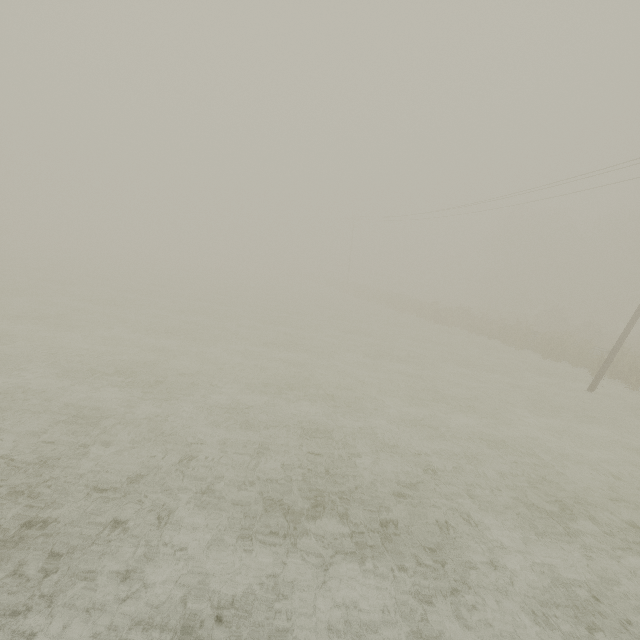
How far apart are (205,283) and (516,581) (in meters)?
39.10

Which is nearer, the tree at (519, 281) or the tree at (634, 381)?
the tree at (634, 381)

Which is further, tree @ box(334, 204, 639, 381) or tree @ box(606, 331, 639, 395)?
tree @ box(334, 204, 639, 381)
